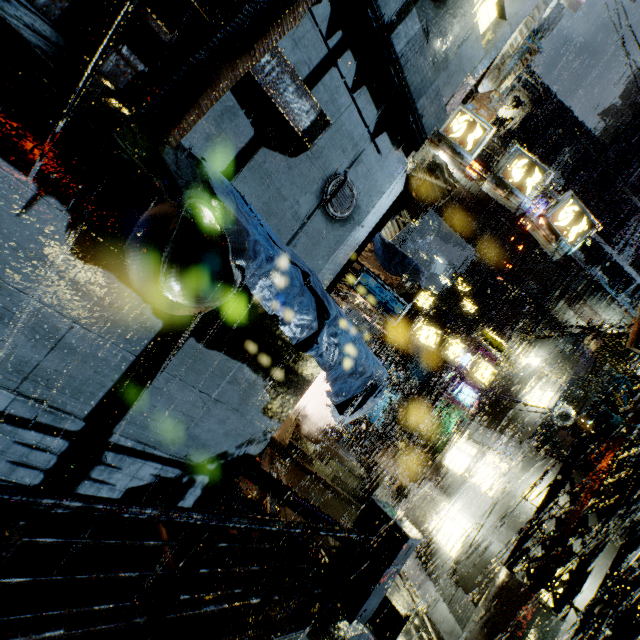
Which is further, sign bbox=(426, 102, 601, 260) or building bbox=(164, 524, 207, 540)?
sign bbox=(426, 102, 601, 260)

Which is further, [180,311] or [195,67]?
[180,311]

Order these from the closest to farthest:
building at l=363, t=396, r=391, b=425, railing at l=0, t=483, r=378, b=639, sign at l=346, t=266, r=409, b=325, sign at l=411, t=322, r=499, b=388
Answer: railing at l=0, t=483, r=378, b=639 → sign at l=346, t=266, r=409, b=325 → sign at l=411, t=322, r=499, b=388 → building at l=363, t=396, r=391, b=425

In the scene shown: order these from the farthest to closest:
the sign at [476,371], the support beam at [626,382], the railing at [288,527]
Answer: the sign at [476,371] → the support beam at [626,382] → the railing at [288,527]

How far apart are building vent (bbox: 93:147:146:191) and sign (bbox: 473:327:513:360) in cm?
1957

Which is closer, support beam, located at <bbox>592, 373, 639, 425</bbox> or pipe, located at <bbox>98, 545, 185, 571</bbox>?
pipe, located at <bbox>98, 545, 185, 571</bbox>

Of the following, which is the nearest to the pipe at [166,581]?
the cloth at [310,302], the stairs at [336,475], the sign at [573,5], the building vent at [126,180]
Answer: the cloth at [310,302]

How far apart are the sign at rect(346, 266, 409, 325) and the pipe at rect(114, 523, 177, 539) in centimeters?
628cm
